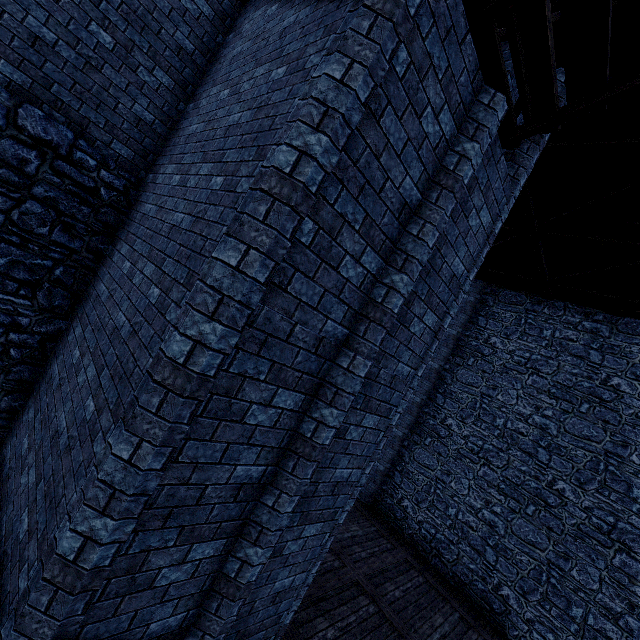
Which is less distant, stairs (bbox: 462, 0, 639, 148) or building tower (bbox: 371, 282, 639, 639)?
stairs (bbox: 462, 0, 639, 148)

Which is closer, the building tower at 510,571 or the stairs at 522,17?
the stairs at 522,17

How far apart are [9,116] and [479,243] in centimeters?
686cm
